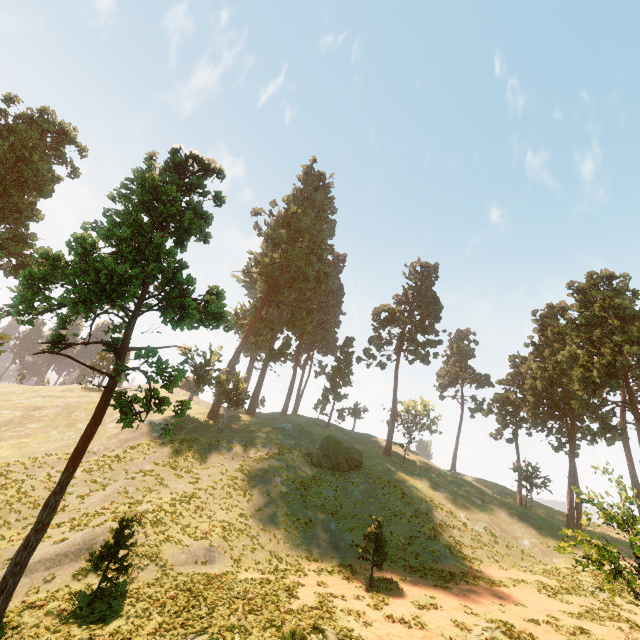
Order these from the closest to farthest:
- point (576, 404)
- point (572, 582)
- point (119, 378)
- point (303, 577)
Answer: point (119, 378)
point (303, 577)
point (572, 582)
point (576, 404)

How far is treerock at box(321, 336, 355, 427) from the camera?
53.3 meters

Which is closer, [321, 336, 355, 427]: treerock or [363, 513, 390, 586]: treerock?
[363, 513, 390, 586]: treerock

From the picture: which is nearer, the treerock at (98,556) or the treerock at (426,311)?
the treerock at (98,556)
